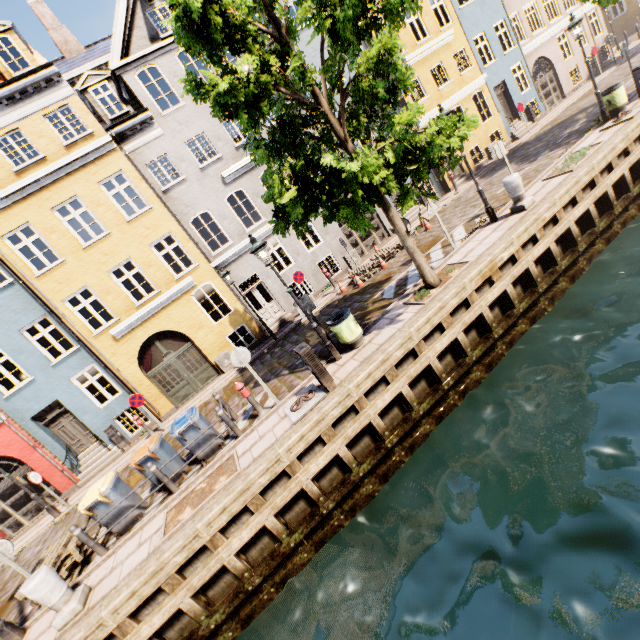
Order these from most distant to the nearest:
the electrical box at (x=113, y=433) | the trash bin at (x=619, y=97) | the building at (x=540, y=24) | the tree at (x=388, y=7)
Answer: the building at (x=540, y=24) < the electrical box at (x=113, y=433) < the trash bin at (x=619, y=97) < the tree at (x=388, y=7)

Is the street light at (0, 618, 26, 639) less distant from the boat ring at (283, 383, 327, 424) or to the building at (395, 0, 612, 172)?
the boat ring at (283, 383, 327, 424)

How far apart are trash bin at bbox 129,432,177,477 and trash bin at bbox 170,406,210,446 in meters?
0.4

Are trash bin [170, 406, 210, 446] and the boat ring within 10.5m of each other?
yes

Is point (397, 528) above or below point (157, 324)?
below

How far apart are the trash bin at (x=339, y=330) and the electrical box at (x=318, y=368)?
1.2m

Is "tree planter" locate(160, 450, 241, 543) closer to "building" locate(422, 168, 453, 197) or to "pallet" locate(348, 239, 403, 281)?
"building" locate(422, 168, 453, 197)

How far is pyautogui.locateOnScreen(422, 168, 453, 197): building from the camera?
19.1 meters
